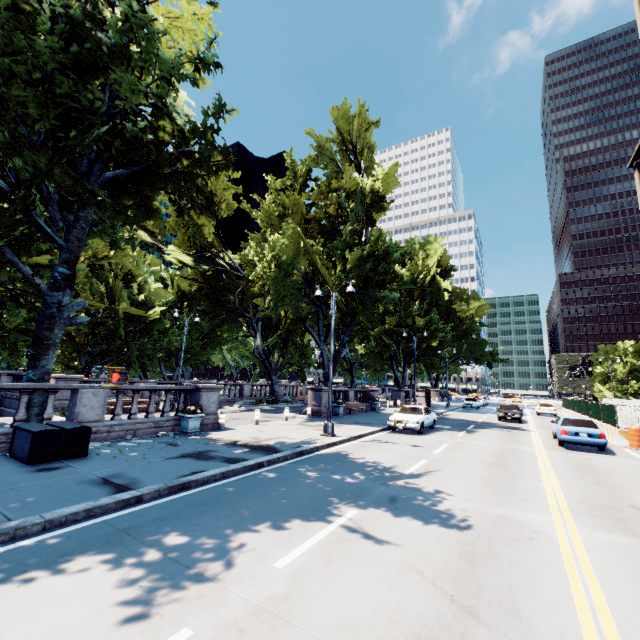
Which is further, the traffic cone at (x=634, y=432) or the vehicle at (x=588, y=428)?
the traffic cone at (x=634, y=432)

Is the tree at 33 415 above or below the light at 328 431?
above

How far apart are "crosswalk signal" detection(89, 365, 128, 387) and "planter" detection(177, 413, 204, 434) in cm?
796

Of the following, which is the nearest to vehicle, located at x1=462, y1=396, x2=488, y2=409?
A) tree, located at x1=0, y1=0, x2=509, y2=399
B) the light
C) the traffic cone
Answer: tree, located at x1=0, y1=0, x2=509, y2=399

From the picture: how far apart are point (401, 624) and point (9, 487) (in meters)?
8.10

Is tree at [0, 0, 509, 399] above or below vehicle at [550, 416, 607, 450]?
above

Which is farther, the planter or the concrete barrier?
the concrete barrier

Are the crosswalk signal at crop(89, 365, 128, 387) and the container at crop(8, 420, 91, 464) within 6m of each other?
yes
